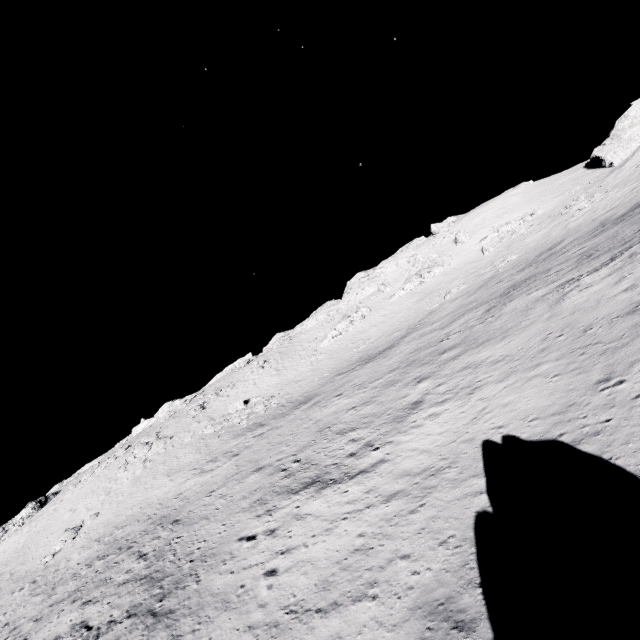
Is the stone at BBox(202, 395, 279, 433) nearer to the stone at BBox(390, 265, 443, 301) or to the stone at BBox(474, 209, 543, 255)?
the stone at BBox(390, 265, 443, 301)

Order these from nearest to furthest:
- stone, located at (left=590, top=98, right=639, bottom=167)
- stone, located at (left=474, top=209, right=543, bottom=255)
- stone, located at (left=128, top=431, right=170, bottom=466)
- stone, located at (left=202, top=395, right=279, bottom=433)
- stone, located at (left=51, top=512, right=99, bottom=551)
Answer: stone, located at (left=51, top=512, right=99, bottom=551)
stone, located at (left=202, top=395, right=279, bottom=433)
stone, located at (left=128, top=431, right=170, bottom=466)
stone, located at (left=590, top=98, right=639, bottom=167)
stone, located at (left=474, top=209, right=543, bottom=255)

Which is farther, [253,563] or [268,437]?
[268,437]

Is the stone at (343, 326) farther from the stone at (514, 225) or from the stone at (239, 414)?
the stone at (514, 225)

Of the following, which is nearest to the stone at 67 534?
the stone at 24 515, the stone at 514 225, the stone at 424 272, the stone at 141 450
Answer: the stone at 141 450

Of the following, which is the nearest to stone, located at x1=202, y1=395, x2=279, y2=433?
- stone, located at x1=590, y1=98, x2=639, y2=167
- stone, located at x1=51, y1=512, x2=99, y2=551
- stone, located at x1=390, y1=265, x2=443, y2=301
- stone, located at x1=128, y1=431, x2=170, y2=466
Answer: stone, located at x1=128, y1=431, x2=170, y2=466

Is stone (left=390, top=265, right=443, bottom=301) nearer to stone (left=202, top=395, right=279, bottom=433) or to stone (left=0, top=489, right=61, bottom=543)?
stone (left=202, top=395, right=279, bottom=433)

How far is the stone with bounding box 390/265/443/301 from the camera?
58.16m
